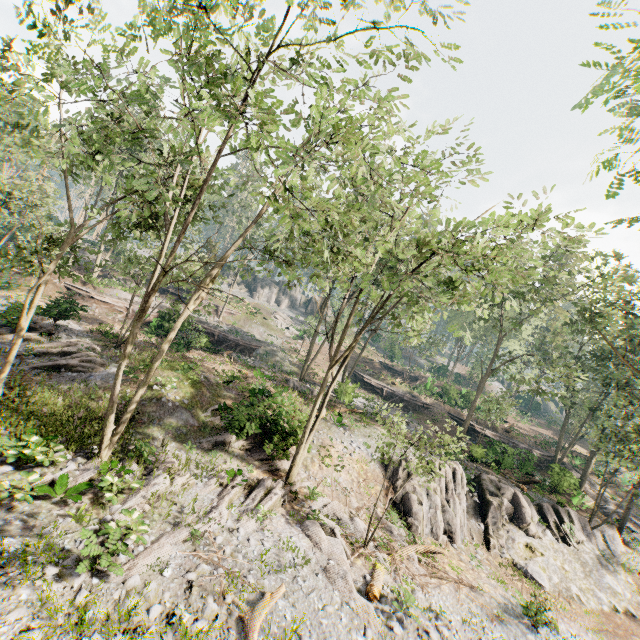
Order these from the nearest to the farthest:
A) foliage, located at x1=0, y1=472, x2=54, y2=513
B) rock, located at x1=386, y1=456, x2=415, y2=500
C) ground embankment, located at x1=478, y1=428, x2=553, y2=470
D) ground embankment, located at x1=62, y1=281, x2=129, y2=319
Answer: foliage, located at x1=0, y1=472, x2=54, y2=513, rock, located at x1=386, y1=456, x2=415, y2=500, ground embankment, located at x1=62, y1=281, x2=129, y2=319, ground embankment, located at x1=478, y1=428, x2=553, y2=470

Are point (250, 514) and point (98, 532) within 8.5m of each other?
yes

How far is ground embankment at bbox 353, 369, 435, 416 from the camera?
39.03m

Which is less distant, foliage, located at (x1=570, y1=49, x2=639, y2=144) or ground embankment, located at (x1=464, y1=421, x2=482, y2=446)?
foliage, located at (x1=570, y1=49, x2=639, y2=144)

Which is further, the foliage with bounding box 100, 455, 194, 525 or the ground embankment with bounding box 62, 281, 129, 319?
the ground embankment with bounding box 62, 281, 129, 319

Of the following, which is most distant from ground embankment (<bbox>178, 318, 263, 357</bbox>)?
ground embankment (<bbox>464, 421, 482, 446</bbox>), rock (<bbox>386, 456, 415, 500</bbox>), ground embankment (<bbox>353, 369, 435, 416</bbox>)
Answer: ground embankment (<bbox>464, 421, 482, 446</bbox>)

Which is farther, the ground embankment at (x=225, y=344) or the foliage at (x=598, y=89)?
the ground embankment at (x=225, y=344)

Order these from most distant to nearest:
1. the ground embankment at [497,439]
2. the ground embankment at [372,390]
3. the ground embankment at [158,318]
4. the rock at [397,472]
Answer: the ground embankment at [372,390] → the ground embankment at [158,318] → the ground embankment at [497,439] → the rock at [397,472]
